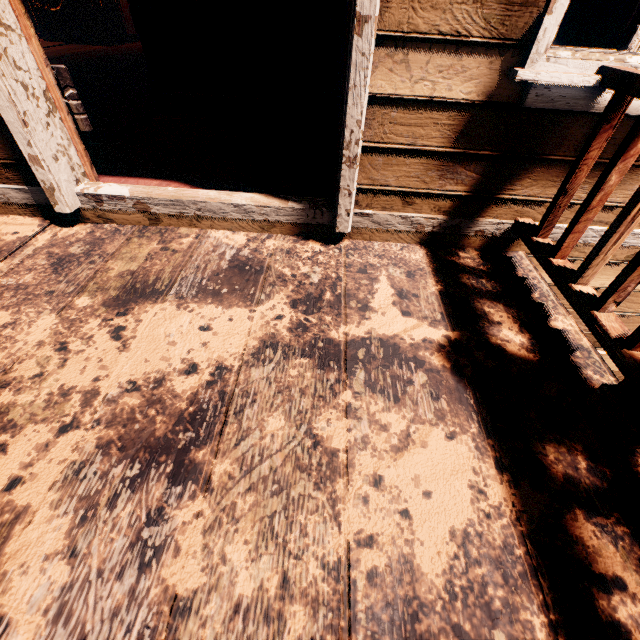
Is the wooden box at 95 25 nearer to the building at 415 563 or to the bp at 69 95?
the building at 415 563

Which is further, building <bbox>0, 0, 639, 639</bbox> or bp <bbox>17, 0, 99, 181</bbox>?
bp <bbox>17, 0, 99, 181</bbox>

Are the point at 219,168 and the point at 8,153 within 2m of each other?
yes

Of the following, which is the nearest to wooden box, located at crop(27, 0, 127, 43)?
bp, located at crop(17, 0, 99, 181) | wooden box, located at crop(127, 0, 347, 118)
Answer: wooden box, located at crop(127, 0, 347, 118)

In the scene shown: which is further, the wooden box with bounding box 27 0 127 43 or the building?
the wooden box with bounding box 27 0 127 43

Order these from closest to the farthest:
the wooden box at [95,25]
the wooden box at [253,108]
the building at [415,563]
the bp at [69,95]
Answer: the building at [415,563] < the bp at [69,95] < the wooden box at [253,108] < the wooden box at [95,25]

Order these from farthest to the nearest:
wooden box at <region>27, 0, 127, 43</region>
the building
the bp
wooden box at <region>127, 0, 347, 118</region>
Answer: wooden box at <region>27, 0, 127, 43</region> < wooden box at <region>127, 0, 347, 118</region> < the bp < the building

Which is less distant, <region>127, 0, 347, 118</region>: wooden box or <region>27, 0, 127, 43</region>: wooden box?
<region>127, 0, 347, 118</region>: wooden box
